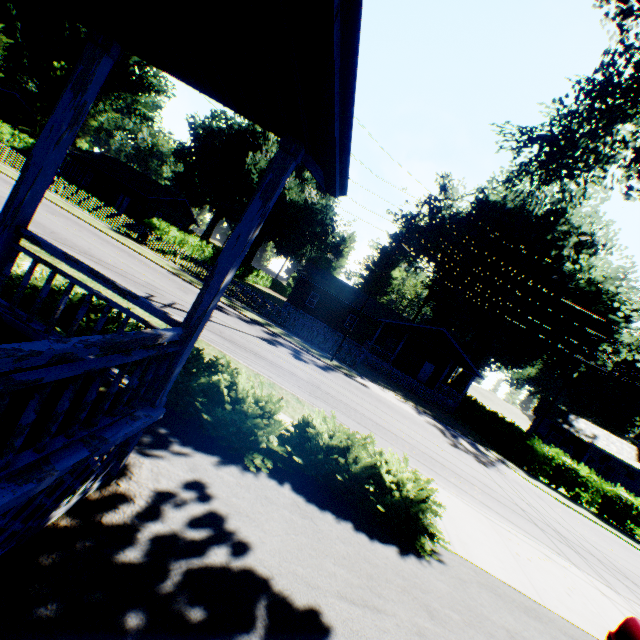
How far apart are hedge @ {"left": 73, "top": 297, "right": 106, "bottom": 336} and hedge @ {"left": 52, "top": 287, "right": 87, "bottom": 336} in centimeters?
18cm

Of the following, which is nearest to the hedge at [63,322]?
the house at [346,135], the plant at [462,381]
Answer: the house at [346,135]

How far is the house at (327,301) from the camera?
36.0 meters

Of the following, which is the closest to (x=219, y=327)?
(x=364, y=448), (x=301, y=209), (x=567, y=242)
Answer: (x=364, y=448)

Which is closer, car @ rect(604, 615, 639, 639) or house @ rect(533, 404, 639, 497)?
car @ rect(604, 615, 639, 639)

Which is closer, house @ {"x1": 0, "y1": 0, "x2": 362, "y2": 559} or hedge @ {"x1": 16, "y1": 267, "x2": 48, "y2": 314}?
house @ {"x1": 0, "y1": 0, "x2": 362, "y2": 559}

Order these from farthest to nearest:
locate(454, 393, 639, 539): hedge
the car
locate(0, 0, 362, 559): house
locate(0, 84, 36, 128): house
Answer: locate(0, 84, 36, 128): house, locate(454, 393, 639, 539): hedge, the car, locate(0, 0, 362, 559): house
